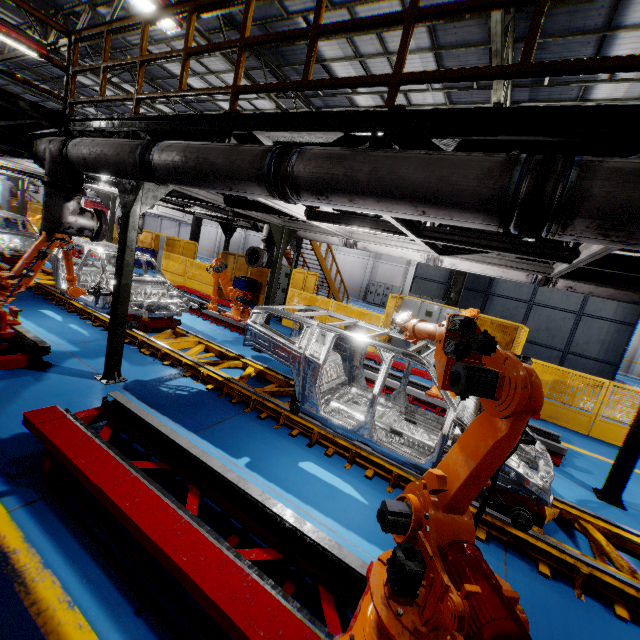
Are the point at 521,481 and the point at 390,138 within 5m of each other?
yes

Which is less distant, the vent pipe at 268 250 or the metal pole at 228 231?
the vent pipe at 268 250

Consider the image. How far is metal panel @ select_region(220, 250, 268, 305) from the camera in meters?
14.9

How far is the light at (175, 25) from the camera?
8.1m

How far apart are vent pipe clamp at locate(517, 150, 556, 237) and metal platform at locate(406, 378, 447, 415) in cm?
542

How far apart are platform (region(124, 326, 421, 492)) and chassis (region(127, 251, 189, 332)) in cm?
1

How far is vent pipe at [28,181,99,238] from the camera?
5.0 meters

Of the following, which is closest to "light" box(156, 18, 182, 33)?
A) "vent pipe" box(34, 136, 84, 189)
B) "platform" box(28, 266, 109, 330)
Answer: "vent pipe" box(34, 136, 84, 189)
